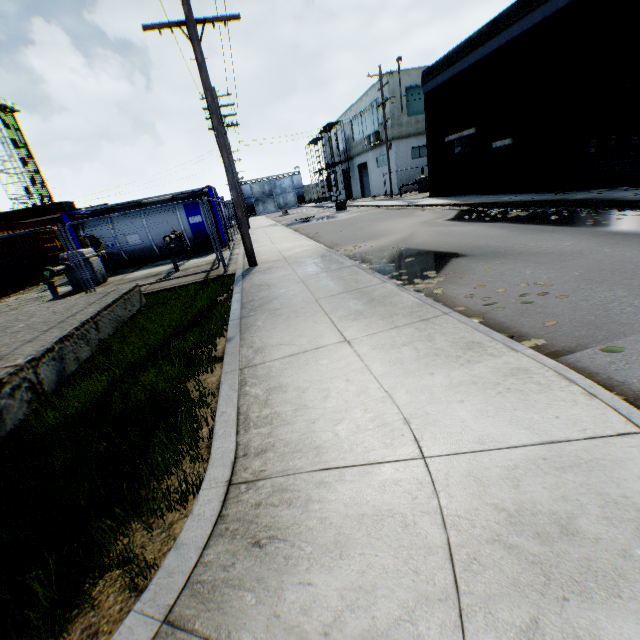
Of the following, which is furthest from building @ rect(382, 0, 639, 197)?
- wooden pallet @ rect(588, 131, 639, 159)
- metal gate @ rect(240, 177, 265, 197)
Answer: metal gate @ rect(240, 177, 265, 197)

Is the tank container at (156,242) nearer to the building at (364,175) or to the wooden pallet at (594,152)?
the wooden pallet at (594,152)

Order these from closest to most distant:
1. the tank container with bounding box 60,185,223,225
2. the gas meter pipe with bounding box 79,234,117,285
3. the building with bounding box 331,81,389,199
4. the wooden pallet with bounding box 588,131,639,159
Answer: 1. the wooden pallet with bounding box 588,131,639,159
2. the gas meter pipe with bounding box 79,234,117,285
3. the tank container with bounding box 60,185,223,225
4. the building with bounding box 331,81,389,199

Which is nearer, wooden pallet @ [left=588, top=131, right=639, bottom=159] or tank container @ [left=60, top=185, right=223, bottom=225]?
wooden pallet @ [left=588, top=131, right=639, bottom=159]

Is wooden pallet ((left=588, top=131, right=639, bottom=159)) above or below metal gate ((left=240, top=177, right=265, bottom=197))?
below

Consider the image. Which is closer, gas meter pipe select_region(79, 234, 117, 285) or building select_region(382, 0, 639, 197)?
building select_region(382, 0, 639, 197)

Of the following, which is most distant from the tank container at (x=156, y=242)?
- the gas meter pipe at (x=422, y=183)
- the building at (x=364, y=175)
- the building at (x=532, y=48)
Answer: the building at (x=364, y=175)

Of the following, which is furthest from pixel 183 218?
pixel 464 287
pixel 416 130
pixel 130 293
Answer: pixel 416 130
